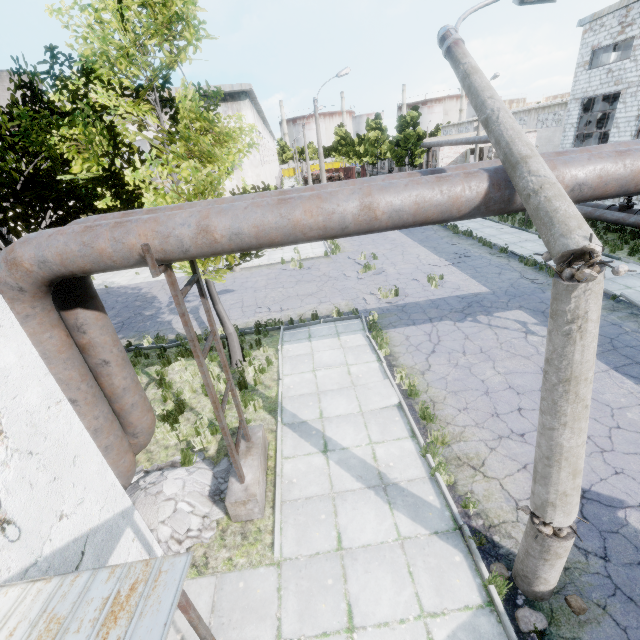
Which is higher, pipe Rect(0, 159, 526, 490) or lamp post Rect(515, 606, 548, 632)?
pipe Rect(0, 159, 526, 490)

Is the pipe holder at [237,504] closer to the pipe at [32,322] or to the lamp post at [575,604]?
the pipe at [32,322]

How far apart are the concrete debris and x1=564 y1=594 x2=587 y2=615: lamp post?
5.4m

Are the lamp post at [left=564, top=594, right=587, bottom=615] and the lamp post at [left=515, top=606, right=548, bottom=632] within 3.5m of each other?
yes

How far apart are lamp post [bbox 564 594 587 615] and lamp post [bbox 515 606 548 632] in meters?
0.4 m

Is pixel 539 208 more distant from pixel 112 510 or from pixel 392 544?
pixel 112 510

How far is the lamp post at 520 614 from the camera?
4.1 meters

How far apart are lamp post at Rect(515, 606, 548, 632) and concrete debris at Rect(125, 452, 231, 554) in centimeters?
474cm
